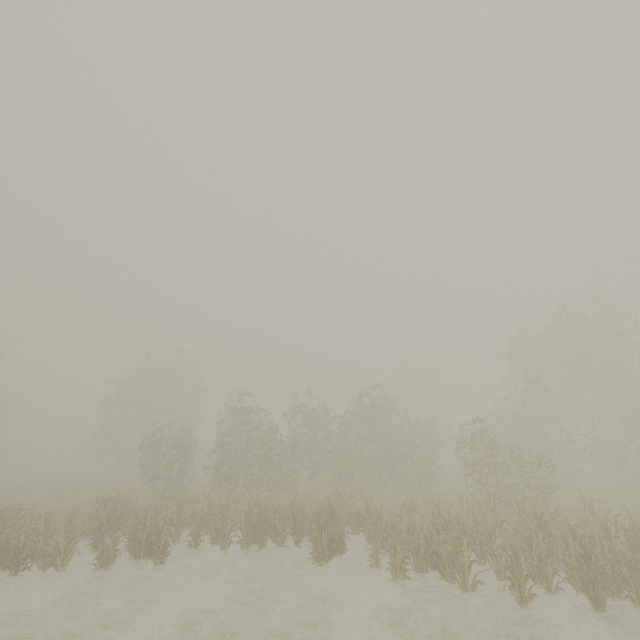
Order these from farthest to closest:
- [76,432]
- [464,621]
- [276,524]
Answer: [76,432], [276,524], [464,621]
